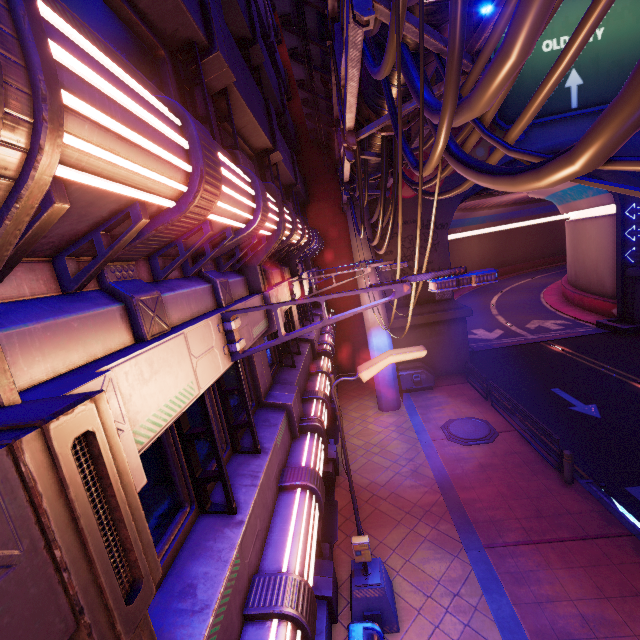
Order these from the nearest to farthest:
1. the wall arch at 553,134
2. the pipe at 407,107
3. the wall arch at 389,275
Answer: the pipe at 407,107 → the wall arch at 553,134 → the wall arch at 389,275

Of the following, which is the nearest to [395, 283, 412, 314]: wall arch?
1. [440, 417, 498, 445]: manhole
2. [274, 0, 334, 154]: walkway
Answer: [274, 0, 334, 154]: walkway

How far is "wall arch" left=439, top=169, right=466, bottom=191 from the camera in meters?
17.5

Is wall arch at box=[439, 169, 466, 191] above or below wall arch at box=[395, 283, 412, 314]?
above

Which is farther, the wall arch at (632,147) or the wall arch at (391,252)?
the wall arch at (391,252)

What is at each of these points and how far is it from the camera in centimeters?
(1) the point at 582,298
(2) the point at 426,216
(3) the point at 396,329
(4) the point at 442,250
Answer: (1) tunnel, 2777cm
(2) wall arch, 1808cm
(3) wall arch, 1902cm
(4) wall arch, 1839cm

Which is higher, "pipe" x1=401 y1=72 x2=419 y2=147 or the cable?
"pipe" x1=401 y1=72 x2=419 y2=147

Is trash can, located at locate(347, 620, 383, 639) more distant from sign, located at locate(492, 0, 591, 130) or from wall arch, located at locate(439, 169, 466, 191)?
sign, located at locate(492, 0, 591, 130)
